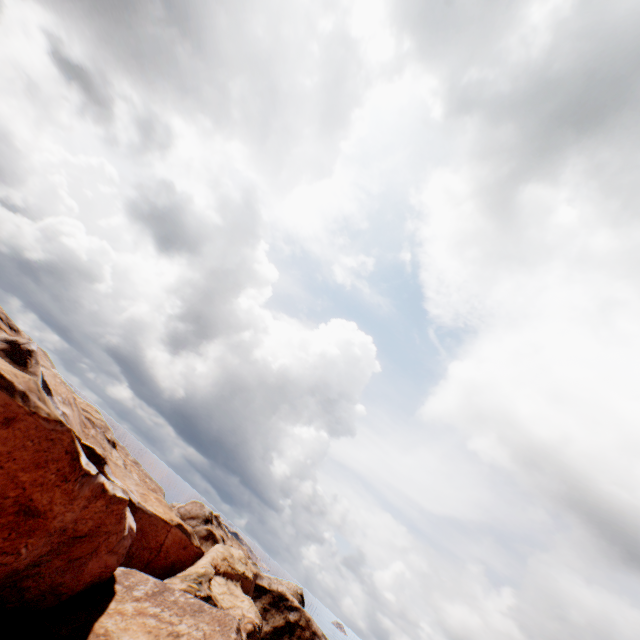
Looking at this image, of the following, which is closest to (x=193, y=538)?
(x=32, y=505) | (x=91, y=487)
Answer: (x=91, y=487)
